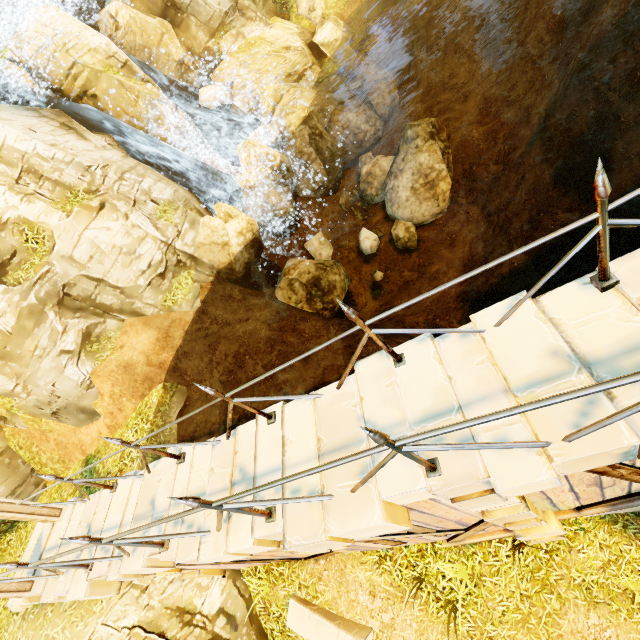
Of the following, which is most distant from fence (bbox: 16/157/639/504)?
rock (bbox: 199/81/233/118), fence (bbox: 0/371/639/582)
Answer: rock (bbox: 199/81/233/118)

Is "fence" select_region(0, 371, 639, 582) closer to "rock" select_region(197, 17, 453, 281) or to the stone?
the stone

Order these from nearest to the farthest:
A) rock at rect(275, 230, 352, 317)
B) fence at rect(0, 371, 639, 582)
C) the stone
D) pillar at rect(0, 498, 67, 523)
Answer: fence at rect(0, 371, 639, 582) < the stone < pillar at rect(0, 498, 67, 523) < rock at rect(275, 230, 352, 317)

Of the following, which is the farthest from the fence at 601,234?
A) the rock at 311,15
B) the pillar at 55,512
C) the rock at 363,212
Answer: the rock at 311,15

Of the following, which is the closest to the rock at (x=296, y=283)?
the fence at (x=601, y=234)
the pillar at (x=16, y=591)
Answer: the fence at (x=601, y=234)

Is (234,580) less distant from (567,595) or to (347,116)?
(567,595)

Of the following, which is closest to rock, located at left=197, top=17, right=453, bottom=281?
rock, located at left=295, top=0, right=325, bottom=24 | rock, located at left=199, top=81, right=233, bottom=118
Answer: rock, located at left=199, top=81, right=233, bottom=118

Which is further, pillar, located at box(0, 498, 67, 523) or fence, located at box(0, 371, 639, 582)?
pillar, located at box(0, 498, 67, 523)
